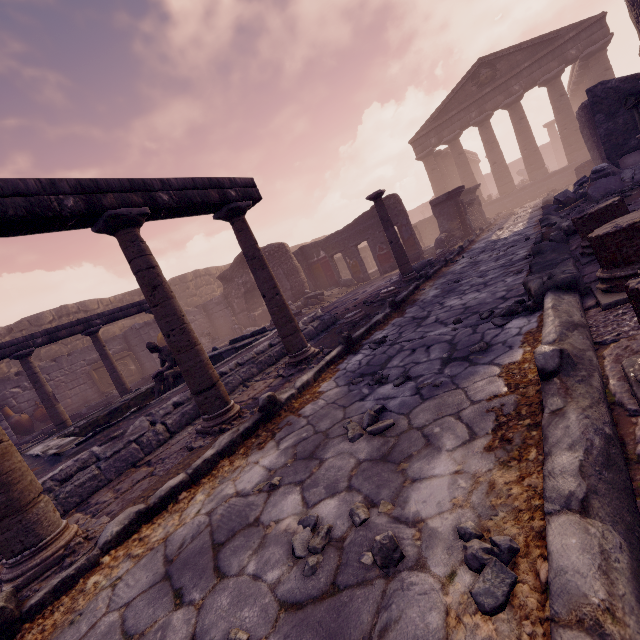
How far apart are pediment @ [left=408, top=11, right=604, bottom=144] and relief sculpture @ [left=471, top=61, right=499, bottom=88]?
0.02m

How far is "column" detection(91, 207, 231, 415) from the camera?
3.21m

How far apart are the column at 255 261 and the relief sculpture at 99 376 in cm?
1250

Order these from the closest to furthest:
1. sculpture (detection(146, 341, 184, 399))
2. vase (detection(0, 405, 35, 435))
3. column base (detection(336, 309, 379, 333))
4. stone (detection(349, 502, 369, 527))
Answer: stone (detection(349, 502, 369, 527)), column base (detection(336, 309, 379, 333)), sculpture (detection(146, 341, 184, 399)), vase (detection(0, 405, 35, 435))

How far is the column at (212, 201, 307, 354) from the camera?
4.45m

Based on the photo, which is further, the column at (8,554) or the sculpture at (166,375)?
the sculpture at (166,375)

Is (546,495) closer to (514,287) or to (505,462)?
(505,462)

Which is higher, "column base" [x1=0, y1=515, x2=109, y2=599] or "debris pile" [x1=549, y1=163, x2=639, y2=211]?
"debris pile" [x1=549, y1=163, x2=639, y2=211]
